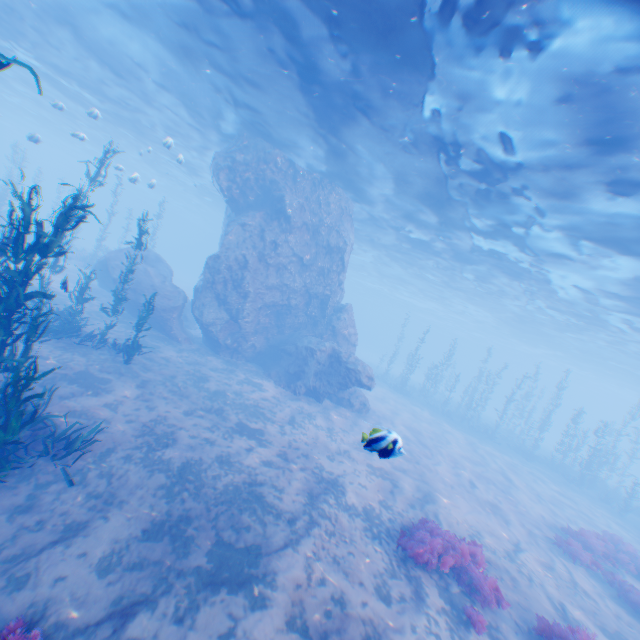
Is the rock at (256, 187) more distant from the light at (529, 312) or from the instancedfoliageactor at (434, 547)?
the instancedfoliageactor at (434, 547)

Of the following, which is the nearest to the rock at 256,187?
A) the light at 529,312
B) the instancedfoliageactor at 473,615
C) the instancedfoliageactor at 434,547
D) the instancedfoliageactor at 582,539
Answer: the light at 529,312

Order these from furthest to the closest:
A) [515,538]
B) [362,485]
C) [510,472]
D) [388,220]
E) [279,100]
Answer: [388,220]
[510,472]
[279,100]
[515,538]
[362,485]

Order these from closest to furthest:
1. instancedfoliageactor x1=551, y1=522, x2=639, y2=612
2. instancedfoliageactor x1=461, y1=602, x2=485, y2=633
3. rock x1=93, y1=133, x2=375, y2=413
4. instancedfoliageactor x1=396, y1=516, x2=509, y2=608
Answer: instancedfoliageactor x1=461, y1=602, x2=485, y2=633 < instancedfoliageactor x1=396, y1=516, x2=509, y2=608 < instancedfoliageactor x1=551, y1=522, x2=639, y2=612 < rock x1=93, y1=133, x2=375, y2=413

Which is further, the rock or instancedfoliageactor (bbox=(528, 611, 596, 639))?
the rock

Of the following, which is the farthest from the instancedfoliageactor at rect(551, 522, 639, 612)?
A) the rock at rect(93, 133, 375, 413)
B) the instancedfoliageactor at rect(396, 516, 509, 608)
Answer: the rock at rect(93, 133, 375, 413)

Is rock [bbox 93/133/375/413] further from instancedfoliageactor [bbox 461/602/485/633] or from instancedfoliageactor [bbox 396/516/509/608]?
instancedfoliageactor [bbox 396/516/509/608]

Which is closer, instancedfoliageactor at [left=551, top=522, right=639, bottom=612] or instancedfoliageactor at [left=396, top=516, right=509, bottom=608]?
instancedfoliageactor at [left=396, top=516, right=509, bottom=608]
